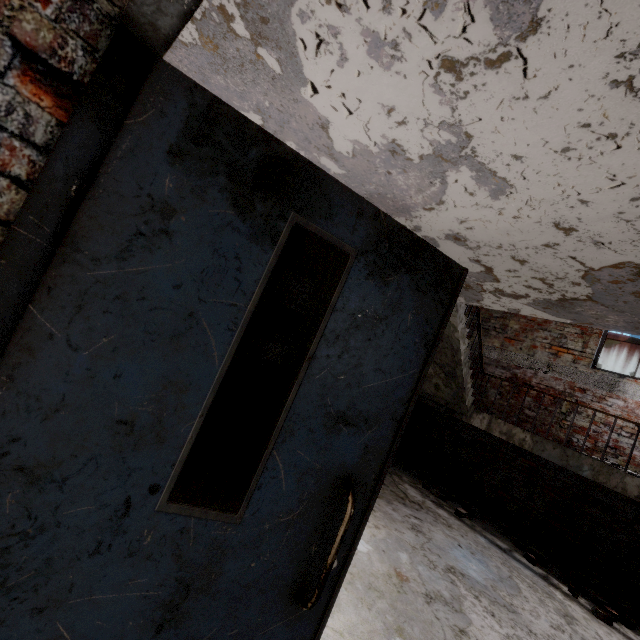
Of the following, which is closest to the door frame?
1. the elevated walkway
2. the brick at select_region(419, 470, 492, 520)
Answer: the elevated walkway

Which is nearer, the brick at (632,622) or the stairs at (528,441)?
the brick at (632,622)

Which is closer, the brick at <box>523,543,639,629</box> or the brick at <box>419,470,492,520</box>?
the brick at <box>523,543,639,629</box>

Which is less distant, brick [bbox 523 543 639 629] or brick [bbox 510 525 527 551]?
brick [bbox 523 543 639 629]

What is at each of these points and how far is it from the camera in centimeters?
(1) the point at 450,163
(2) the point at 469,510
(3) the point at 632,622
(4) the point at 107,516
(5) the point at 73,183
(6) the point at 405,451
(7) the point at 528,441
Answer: (1) elevated walkway, 223cm
(2) brick, 581cm
(3) brick, 404cm
(4) door, 85cm
(5) door frame, 78cm
(6) brick, 832cm
(7) stairs, 582cm

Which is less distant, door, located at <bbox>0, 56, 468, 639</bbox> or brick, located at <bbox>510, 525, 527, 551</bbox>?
door, located at <bbox>0, 56, 468, 639</bbox>

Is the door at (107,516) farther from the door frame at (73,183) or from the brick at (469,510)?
the brick at (469,510)

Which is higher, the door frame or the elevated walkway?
the elevated walkway
